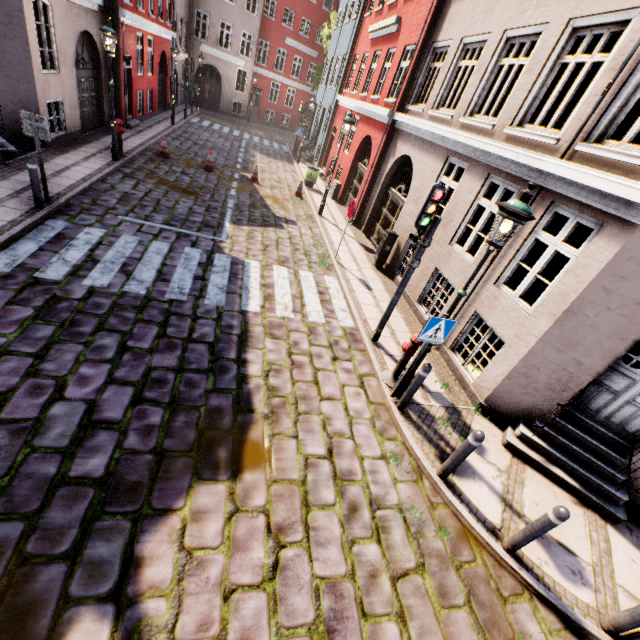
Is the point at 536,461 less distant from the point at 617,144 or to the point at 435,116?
the point at 617,144

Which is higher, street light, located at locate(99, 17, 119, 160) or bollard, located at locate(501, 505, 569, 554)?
street light, located at locate(99, 17, 119, 160)

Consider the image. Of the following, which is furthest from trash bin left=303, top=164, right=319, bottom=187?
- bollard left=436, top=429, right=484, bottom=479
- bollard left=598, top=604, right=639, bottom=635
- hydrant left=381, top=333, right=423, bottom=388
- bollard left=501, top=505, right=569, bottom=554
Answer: bollard left=598, top=604, right=639, bottom=635

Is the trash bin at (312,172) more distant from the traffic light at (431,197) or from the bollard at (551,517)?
the bollard at (551,517)

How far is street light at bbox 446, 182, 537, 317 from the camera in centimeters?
404cm

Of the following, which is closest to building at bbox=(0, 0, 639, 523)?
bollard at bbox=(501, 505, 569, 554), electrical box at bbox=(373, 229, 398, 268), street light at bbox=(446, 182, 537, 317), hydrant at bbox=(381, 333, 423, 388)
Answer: electrical box at bbox=(373, 229, 398, 268)

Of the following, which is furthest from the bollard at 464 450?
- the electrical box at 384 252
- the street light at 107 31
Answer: the street light at 107 31

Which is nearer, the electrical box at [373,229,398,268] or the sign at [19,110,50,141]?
the sign at [19,110,50,141]
